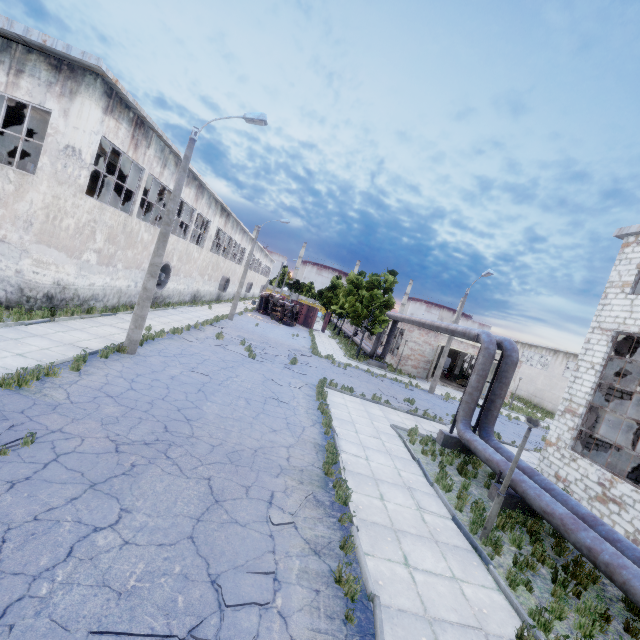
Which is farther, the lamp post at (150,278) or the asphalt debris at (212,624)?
the lamp post at (150,278)

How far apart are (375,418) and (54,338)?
13.11m

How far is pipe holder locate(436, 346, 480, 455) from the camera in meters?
13.8

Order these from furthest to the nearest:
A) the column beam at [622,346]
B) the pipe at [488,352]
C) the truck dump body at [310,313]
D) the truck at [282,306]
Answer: the truck dump body at [310,313] → the truck at [282,306] → the column beam at [622,346] → the pipe at [488,352]

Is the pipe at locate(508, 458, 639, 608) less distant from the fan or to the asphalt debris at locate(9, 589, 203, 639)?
the asphalt debris at locate(9, 589, 203, 639)

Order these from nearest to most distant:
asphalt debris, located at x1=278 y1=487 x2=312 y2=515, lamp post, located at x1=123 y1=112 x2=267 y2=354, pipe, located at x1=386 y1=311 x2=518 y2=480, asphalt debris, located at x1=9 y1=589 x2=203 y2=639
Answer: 1. asphalt debris, located at x1=9 y1=589 x2=203 y2=639
2. asphalt debris, located at x1=278 y1=487 x2=312 y2=515
3. pipe, located at x1=386 y1=311 x2=518 y2=480
4. lamp post, located at x1=123 y1=112 x2=267 y2=354

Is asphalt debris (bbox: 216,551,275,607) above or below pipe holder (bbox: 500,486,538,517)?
below

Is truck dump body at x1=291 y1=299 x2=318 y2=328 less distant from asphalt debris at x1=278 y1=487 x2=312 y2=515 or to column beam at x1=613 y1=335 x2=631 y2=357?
column beam at x1=613 y1=335 x2=631 y2=357
